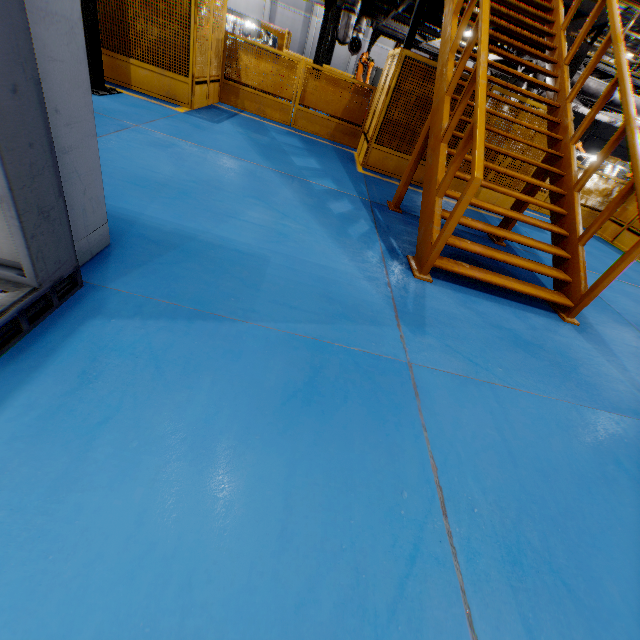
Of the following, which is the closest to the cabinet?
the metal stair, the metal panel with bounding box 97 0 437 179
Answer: the metal stair

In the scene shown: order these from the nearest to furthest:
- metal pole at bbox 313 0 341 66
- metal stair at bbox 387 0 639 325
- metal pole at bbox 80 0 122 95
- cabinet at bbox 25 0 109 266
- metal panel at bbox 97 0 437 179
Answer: cabinet at bbox 25 0 109 266, metal stair at bbox 387 0 639 325, metal pole at bbox 80 0 122 95, metal panel at bbox 97 0 437 179, metal pole at bbox 313 0 341 66

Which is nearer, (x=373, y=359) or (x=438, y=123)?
(x=373, y=359)

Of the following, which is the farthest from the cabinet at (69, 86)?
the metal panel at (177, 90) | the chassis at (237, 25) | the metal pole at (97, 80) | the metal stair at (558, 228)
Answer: the chassis at (237, 25)

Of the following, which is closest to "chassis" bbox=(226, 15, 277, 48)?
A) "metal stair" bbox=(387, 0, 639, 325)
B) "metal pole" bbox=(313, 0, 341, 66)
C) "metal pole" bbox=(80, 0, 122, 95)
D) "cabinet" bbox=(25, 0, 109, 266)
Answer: "metal pole" bbox=(313, 0, 341, 66)

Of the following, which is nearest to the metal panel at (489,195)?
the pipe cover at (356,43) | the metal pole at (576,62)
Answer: the metal pole at (576,62)

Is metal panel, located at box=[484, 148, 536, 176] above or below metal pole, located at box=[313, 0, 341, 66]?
below

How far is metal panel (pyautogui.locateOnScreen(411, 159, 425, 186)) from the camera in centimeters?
759cm
